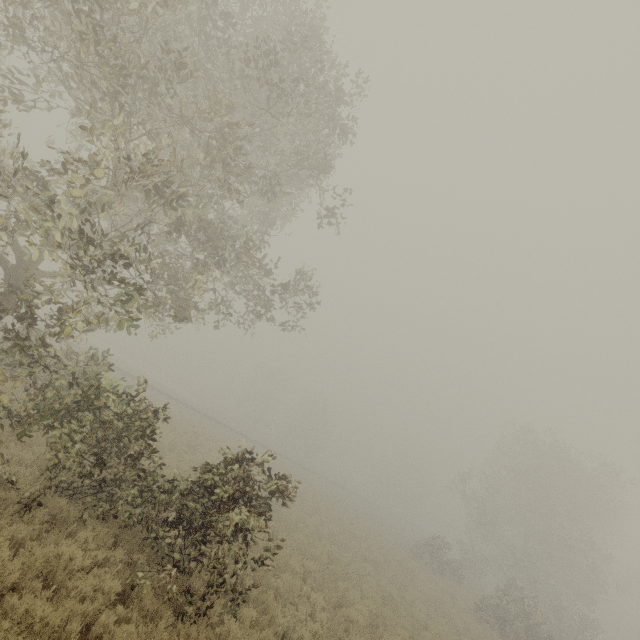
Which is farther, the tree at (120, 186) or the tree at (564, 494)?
the tree at (564, 494)

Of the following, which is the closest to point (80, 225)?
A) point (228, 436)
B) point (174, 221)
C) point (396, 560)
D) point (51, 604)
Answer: point (174, 221)

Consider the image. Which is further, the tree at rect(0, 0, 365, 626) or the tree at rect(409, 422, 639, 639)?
the tree at rect(409, 422, 639, 639)
